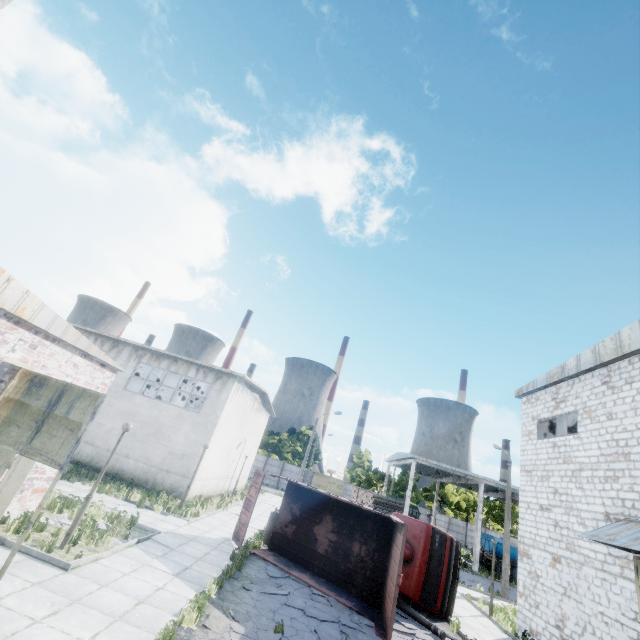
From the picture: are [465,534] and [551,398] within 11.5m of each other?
no

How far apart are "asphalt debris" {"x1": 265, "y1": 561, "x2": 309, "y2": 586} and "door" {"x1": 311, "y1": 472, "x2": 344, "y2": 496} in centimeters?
4696cm

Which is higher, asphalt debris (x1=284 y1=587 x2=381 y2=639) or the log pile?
the log pile

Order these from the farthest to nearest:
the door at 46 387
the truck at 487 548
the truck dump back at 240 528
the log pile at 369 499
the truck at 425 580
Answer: the log pile at 369 499 → the truck at 487 548 → the truck dump back at 240 528 → the truck at 425 580 → the door at 46 387

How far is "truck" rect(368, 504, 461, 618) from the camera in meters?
12.9

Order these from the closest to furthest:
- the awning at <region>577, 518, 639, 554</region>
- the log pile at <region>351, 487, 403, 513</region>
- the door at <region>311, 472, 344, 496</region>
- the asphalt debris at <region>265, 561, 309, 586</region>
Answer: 1. the awning at <region>577, 518, 639, 554</region>
2. the asphalt debris at <region>265, 561, 309, 586</region>
3. the log pile at <region>351, 487, 403, 513</region>
4. the door at <region>311, 472, 344, 496</region>

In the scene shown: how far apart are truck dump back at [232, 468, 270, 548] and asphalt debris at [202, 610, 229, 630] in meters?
5.1 m

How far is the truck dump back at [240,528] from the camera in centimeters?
1388cm
